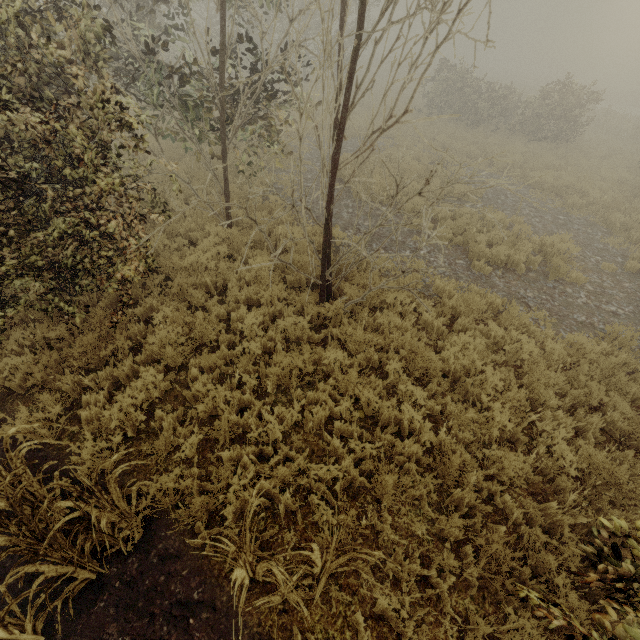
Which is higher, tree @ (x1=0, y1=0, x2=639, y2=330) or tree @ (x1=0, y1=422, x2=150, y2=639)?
tree @ (x1=0, y1=0, x2=639, y2=330)

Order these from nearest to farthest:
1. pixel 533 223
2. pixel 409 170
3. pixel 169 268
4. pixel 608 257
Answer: pixel 169 268, pixel 608 257, pixel 533 223, pixel 409 170

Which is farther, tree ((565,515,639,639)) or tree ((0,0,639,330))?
tree ((0,0,639,330))

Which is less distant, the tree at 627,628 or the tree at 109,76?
the tree at 627,628

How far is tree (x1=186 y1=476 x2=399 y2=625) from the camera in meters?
2.5

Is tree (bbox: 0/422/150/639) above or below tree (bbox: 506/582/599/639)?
below
